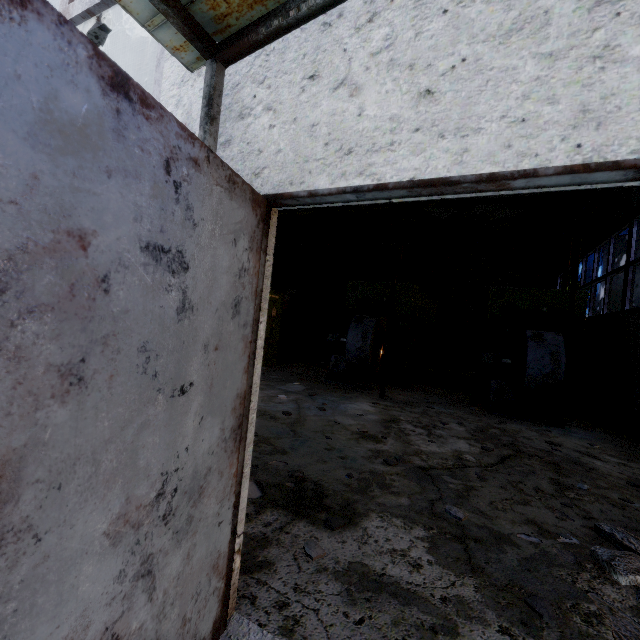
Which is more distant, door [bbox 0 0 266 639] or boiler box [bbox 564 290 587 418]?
boiler box [bbox 564 290 587 418]

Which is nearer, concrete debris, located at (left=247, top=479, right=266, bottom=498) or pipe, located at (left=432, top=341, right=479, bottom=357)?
concrete debris, located at (left=247, top=479, right=266, bottom=498)

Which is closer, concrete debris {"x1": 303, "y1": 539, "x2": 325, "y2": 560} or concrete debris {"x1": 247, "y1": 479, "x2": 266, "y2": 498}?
concrete debris {"x1": 303, "y1": 539, "x2": 325, "y2": 560}

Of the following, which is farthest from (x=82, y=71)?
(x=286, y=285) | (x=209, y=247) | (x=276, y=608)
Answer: (x=286, y=285)

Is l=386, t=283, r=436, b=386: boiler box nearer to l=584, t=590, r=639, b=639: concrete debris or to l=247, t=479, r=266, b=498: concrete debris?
l=584, t=590, r=639, b=639: concrete debris

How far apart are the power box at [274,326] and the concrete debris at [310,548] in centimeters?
755cm

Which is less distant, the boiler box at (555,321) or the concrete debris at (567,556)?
the concrete debris at (567,556)

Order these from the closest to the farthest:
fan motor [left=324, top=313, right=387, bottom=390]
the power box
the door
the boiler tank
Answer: the door, fan motor [left=324, top=313, right=387, bottom=390], the power box, the boiler tank
